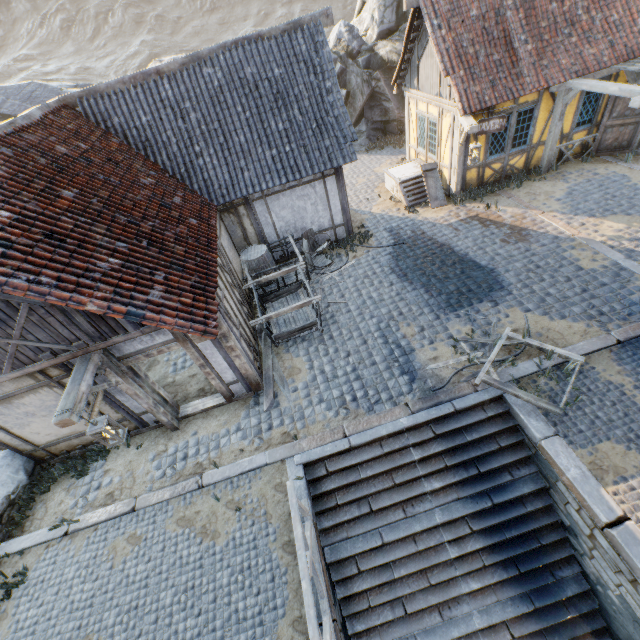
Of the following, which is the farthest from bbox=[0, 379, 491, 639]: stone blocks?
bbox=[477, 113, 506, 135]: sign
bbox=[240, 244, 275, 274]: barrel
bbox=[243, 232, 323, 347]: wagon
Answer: bbox=[240, 244, 275, 274]: barrel

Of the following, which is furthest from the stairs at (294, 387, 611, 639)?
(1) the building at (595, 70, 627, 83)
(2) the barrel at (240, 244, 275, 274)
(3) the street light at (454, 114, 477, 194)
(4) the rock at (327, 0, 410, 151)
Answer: (1) the building at (595, 70, 627, 83)

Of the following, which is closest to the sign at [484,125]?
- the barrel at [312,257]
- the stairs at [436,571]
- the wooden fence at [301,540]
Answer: the barrel at [312,257]

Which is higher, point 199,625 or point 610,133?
point 610,133

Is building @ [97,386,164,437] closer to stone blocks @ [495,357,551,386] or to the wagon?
the wagon

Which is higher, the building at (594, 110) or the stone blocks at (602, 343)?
the building at (594, 110)

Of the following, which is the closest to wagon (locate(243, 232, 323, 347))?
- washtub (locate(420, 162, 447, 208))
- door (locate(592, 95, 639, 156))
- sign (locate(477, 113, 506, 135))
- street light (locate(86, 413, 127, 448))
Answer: street light (locate(86, 413, 127, 448))

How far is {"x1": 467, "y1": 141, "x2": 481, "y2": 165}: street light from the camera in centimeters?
950cm
